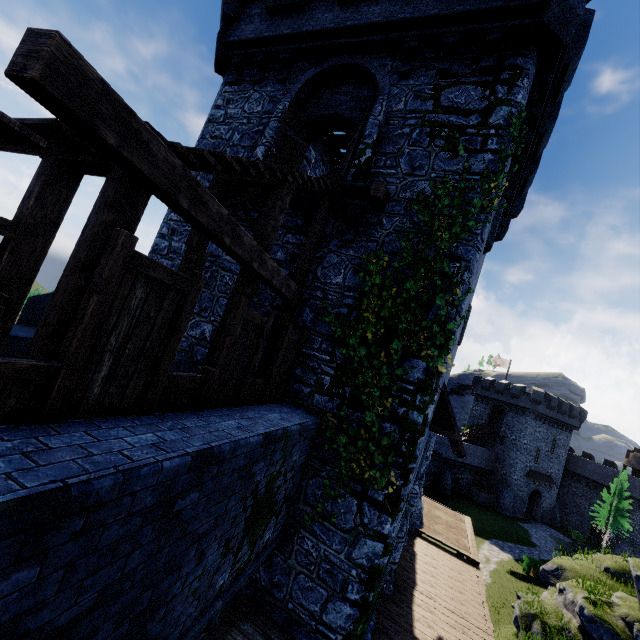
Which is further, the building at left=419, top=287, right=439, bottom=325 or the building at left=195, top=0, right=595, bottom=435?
the building at left=195, top=0, right=595, bottom=435

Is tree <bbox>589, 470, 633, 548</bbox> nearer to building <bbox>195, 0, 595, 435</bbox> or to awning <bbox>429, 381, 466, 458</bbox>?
building <bbox>195, 0, 595, 435</bbox>

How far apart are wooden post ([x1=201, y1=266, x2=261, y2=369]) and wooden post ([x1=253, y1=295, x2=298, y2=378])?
1.6m

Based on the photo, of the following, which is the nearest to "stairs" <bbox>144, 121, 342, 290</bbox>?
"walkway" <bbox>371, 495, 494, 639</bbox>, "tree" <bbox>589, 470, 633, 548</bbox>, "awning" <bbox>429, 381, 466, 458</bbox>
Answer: "walkway" <bbox>371, 495, 494, 639</bbox>

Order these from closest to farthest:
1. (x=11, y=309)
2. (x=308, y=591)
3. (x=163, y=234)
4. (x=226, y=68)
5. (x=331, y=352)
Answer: (x=11, y=309)
(x=308, y=591)
(x=331, y=352)
(x=163, y=234)
(x=226, y=68)

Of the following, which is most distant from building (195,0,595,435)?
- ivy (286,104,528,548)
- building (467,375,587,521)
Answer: building (467,375,587,521)

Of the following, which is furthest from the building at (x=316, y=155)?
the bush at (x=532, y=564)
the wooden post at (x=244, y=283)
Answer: the bush at (x=532, y=564)

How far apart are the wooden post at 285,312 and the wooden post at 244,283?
1.6m
